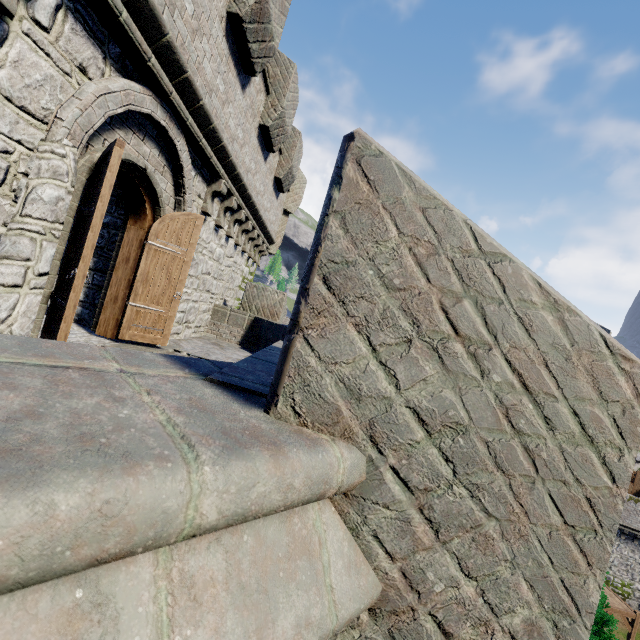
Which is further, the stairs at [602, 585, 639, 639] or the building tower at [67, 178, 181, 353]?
the stairs at [602, 585, 639, 639]

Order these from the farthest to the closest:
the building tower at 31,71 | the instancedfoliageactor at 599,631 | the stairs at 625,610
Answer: the stairs at 625,610
the instancedfoliageactor at 599,631
the building tower at 31,71

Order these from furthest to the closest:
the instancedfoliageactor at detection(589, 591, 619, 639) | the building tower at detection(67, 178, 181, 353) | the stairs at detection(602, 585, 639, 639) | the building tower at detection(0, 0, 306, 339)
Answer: the stairs at detection(602, 585, 639, 639) < the instancedfoliageactor at detection(589, 591, 619, 639) < the building tower at detection(67, 178, 181, 353) < the building tower at detection(0, 0, 306, 339)

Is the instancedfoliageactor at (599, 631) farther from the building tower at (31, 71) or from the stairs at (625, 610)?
the stairs at (625, 610)

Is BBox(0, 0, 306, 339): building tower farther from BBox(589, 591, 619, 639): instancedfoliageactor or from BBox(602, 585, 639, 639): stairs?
BBox(602, 585, 639, 639): stairs

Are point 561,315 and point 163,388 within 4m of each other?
yes

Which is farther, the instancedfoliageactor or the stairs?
the stairs
